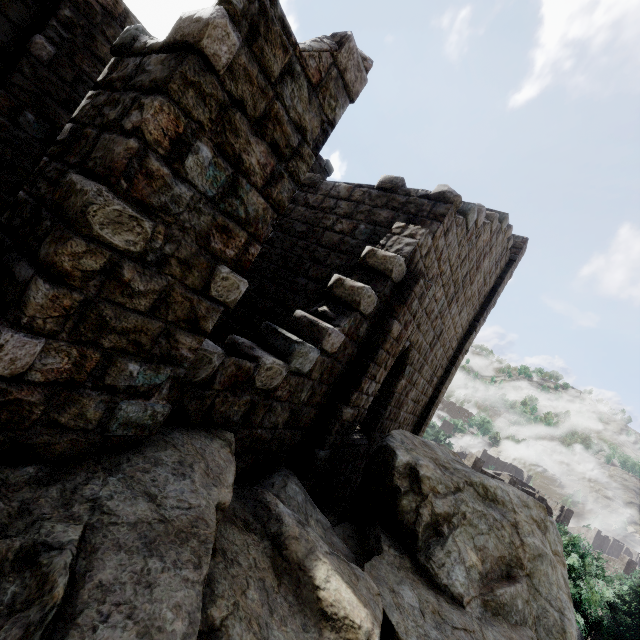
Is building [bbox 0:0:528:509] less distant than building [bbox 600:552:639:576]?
Yes

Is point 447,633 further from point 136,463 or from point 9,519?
point 9,519

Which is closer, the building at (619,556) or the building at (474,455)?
the building at (474,455)

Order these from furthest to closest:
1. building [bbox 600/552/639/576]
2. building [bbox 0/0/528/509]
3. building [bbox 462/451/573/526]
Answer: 1. building [bbox 600/552/639/576]
2. building [bbox 462/451/573/526]
3. building [bbox 0/0/528/509]

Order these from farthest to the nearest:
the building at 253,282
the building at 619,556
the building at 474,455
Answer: the building at 619,556
the building at 474,455
the building at 253,282

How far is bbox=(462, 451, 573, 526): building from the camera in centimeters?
3609cm

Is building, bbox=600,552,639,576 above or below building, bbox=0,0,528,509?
below
